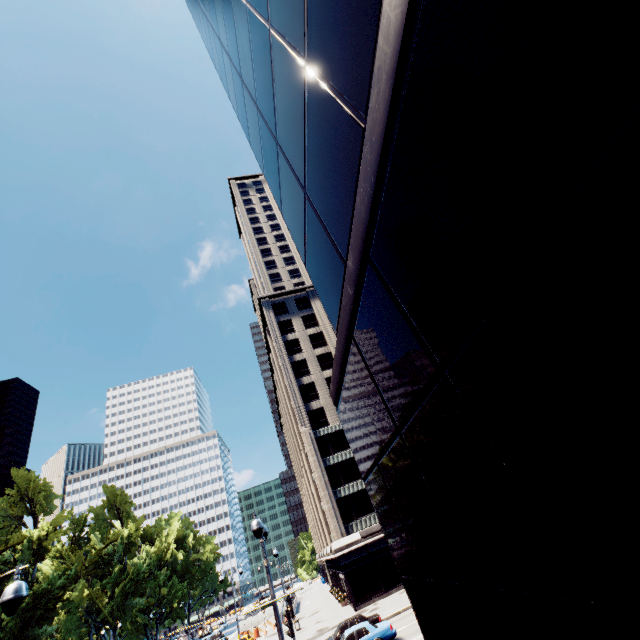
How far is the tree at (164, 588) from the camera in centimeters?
5866cm

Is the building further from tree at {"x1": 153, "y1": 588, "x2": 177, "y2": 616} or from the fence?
the fence

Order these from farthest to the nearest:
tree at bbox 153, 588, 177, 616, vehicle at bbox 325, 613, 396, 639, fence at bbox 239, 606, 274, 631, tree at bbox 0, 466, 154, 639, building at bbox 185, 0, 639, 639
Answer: tree at bbox 153, 588, 177, 616, fence at bbox 239, 606, 274, 631, tree at bbox 0, 466, 154, 639, vehicle at bbox 325, 613, 396, 639, building at bbox 185, 0, 639, 639

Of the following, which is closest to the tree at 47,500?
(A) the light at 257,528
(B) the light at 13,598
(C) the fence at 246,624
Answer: (C) the fence at 246,624

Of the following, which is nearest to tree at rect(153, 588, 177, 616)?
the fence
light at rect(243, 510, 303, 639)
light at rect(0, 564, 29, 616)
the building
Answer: the fence

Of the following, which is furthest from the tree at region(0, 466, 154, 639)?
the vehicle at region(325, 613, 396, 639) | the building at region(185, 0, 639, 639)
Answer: the building at region(185, 0, 639, 639)

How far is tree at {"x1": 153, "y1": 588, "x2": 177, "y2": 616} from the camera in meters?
58.7

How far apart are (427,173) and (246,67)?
8.2 meters
